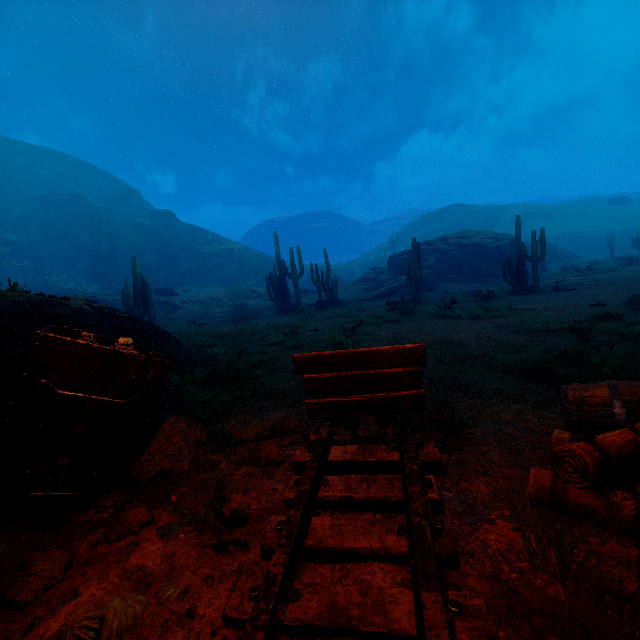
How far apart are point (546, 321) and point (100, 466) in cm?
1010

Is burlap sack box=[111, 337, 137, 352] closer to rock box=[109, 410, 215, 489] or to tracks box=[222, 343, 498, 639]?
rock box=[109, 410, 215, 489]

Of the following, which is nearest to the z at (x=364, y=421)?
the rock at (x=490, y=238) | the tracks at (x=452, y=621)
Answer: the tracks at (x=452, y=621)

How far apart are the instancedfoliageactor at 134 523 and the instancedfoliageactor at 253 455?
0.9 meters

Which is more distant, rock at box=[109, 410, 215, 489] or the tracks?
rock at box=[109, 410, 215, 489]

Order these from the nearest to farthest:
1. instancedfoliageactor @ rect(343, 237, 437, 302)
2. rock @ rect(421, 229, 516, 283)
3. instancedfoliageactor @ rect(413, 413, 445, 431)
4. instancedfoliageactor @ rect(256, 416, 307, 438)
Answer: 1. instancedfoliageactor @ rect(413, 413, 445, 431)
2. instancedfoliageactor @ rect(256, 416, 307, 438)
3. instancedfoliageactor @ rect(343, 237, 437, 302)
4. rock @ rect(421, 229, 516, 283)

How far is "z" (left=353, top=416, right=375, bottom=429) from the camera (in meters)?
2.73

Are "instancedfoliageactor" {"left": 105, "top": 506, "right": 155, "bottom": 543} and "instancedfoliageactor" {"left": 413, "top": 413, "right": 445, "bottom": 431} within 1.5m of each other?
no
